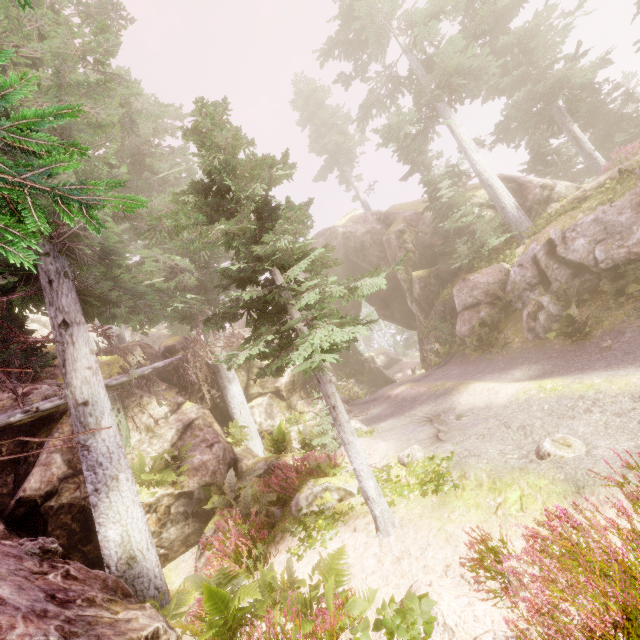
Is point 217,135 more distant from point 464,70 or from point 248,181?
point 464,70

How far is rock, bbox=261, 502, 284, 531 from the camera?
8.38m

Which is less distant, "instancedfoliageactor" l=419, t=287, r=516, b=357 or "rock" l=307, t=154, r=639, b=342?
"rock" l=307, t=154, r=639, b=342

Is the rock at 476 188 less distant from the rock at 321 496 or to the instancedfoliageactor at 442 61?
the instancedfoliageactor at 442 61

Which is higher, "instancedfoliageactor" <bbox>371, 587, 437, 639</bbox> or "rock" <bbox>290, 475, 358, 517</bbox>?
"rock" <bbox>290, 475, 358, 517</bbox>

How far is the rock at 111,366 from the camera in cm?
1341

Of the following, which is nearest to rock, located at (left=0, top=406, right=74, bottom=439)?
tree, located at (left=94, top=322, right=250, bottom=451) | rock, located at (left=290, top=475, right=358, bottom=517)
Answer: tree, located at (left=94, top=322, right=250, bottom=451)
